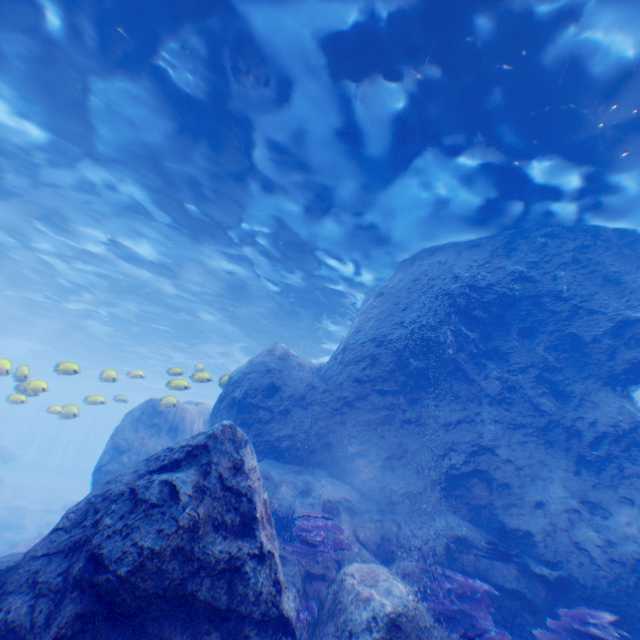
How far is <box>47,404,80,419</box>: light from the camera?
11.3 meters

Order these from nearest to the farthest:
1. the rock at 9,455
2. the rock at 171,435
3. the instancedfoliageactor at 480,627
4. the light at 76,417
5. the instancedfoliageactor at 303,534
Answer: the rock at 171,435
the instancedfoliageactor at 480,627
the instancedfoliageactor at 303,534
the light at 76,417
the rock at 9,455

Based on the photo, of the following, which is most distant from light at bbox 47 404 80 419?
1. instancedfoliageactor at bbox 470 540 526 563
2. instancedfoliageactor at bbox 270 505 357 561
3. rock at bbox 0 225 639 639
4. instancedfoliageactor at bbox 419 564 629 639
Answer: instancedfoliageactor at bbox 419 564 629 639

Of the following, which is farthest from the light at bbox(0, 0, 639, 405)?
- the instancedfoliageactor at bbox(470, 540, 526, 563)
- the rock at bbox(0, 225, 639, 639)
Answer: the instancedfoliageactor at bbox(470, 540, 526, 563)

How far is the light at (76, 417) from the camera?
11.3m

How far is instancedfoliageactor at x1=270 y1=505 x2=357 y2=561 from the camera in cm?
628

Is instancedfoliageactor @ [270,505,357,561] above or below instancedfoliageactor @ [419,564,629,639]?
above

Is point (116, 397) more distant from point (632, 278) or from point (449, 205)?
point (632, 278)
